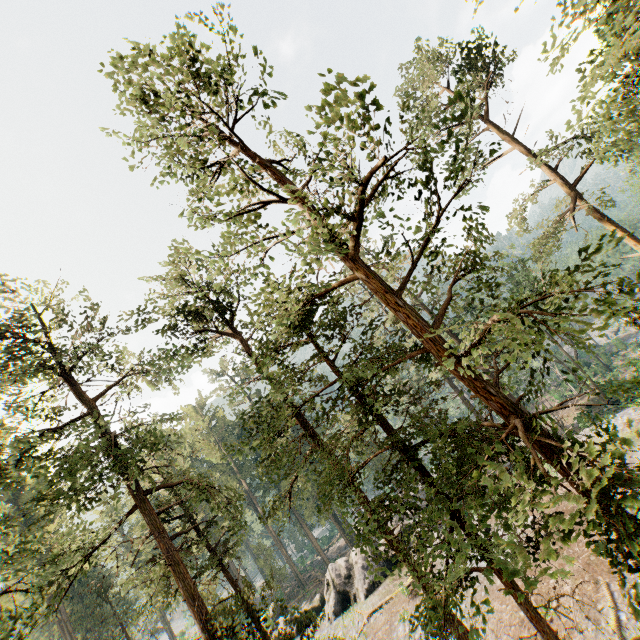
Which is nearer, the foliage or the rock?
the foliage

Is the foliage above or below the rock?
above

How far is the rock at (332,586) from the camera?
26.3 meters

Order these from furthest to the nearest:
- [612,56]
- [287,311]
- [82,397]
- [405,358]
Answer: [82,397]
[612,56]
[287,311]
[405,358]

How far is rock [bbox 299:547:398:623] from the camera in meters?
26.3

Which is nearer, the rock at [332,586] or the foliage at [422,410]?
the foliage at [422,410]
